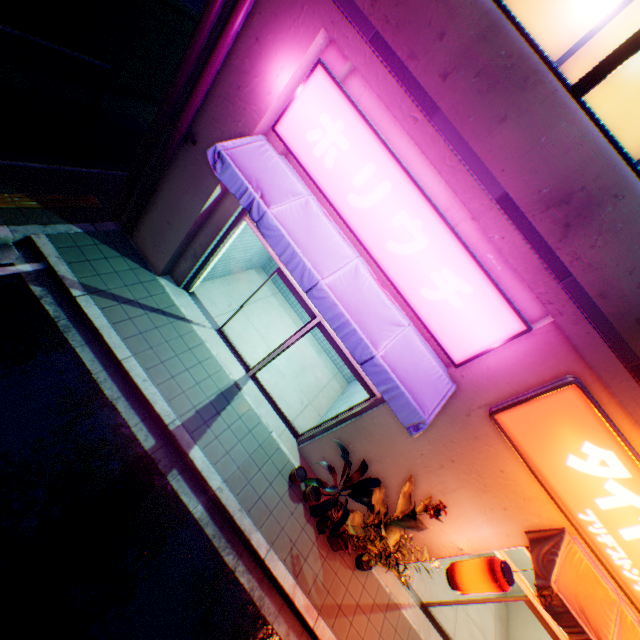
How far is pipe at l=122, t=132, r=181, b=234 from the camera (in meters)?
5.38

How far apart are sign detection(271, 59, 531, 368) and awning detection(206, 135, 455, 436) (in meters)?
0.11

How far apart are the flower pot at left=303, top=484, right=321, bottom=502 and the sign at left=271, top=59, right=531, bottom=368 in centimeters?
375cm

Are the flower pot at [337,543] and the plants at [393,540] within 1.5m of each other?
yes

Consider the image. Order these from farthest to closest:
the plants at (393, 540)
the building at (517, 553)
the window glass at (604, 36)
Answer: the building at (517, 553) < the plants at (393, 540) < the window glass at (604, 36)

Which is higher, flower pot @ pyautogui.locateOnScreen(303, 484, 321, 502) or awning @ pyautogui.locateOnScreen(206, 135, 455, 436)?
awning @ pyautogui.locateOnScreen(206, 135, 455, 436)

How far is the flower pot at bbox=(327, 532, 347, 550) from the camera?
6.14m

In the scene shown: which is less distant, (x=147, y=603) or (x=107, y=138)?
(x=147, y=603)
